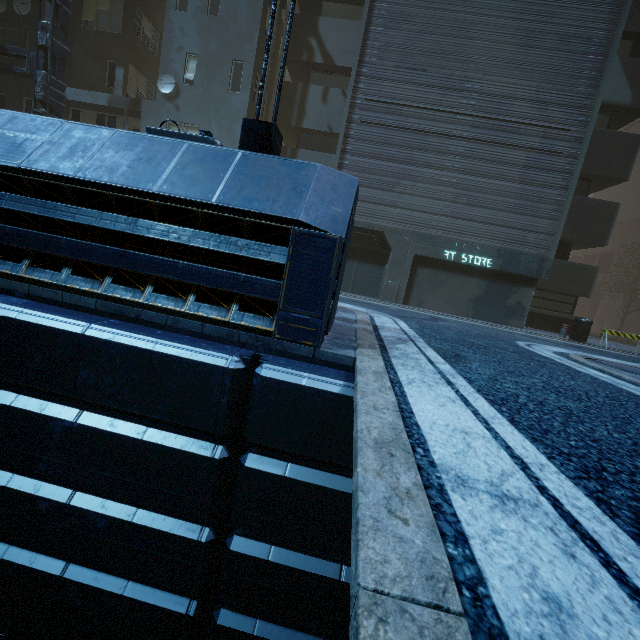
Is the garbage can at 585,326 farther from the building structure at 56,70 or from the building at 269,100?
the building structure at 56,70

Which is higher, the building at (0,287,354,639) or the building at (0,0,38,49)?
the building at (0,0,38,49)

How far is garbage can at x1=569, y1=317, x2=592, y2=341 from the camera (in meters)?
12.23

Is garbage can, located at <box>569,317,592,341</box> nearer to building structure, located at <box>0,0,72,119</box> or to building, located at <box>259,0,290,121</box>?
building, located at <box>259,0,290,121</box>

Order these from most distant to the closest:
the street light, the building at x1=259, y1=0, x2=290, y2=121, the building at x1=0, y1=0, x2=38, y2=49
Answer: the building at x1=0, y1=0, x2=38, y2=49
the building at x1=259, y1=0, x2=290, y2=121
the street light

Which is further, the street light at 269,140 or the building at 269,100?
the building at 269,100

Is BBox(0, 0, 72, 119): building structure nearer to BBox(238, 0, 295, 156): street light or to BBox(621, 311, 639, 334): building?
BBox(621, 311, 639, 334): building

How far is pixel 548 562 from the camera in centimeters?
107cm
